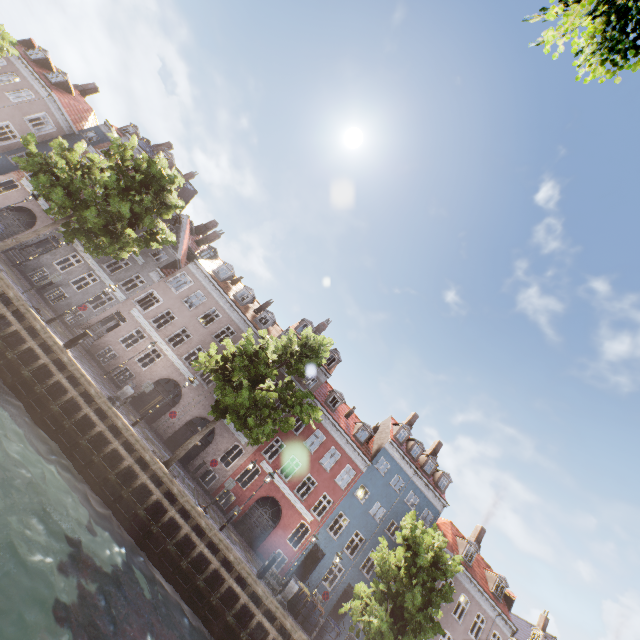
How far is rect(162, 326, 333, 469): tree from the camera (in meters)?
15.41

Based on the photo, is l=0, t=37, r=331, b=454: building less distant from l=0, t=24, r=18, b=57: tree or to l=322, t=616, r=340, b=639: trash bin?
l=0, t=24, r=18, b=57: tree

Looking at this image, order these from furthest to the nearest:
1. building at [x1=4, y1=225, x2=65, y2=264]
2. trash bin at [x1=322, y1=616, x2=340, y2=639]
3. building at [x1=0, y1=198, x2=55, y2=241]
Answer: building at [x1=0, y1=198, x2=55, y2=241] < building at [x1=4, y1=225, x2=65, y2=264] < trash bin at [x1=322, y1=616, x2=340, y2=639]

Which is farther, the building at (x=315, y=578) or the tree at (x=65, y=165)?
the building at (x=315, y=578)

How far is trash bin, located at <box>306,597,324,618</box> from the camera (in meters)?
17.44

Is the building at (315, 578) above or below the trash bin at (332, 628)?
above

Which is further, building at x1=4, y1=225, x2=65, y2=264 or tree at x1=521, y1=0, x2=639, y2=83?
building at x1=4, y1=225, x2=65, y2=264

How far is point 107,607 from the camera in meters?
8.7
